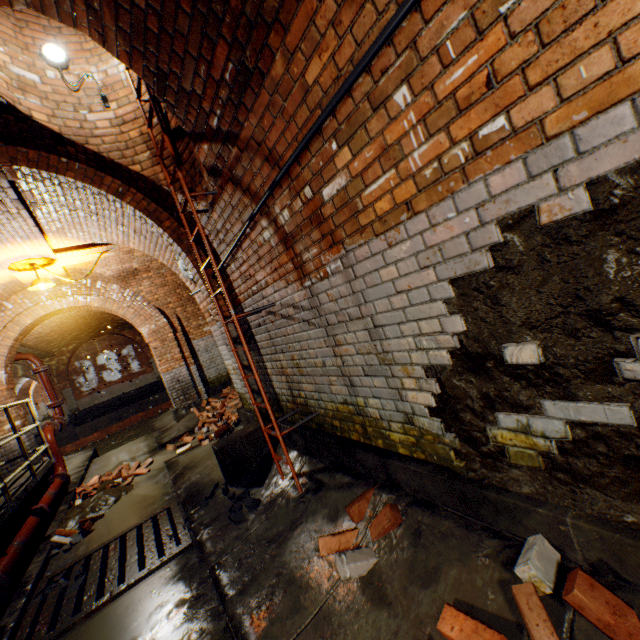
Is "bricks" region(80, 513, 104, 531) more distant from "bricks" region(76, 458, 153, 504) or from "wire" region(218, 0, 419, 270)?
"wire" region(218, 0, 419, 270)

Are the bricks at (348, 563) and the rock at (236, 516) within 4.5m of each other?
yes

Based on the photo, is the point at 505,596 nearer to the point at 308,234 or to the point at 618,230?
the point at 618,230

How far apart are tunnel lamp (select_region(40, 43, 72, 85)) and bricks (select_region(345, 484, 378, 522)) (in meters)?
5.11

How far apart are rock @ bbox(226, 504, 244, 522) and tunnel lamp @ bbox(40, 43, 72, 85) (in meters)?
4.94

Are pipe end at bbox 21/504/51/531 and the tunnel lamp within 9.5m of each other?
yes

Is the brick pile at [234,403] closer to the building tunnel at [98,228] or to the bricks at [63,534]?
the building tunnel at [98,228]

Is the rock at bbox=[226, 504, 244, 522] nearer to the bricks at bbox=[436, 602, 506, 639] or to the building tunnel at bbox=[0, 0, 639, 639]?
the building tunnel at bbox=[0, 0, 639, 639]
